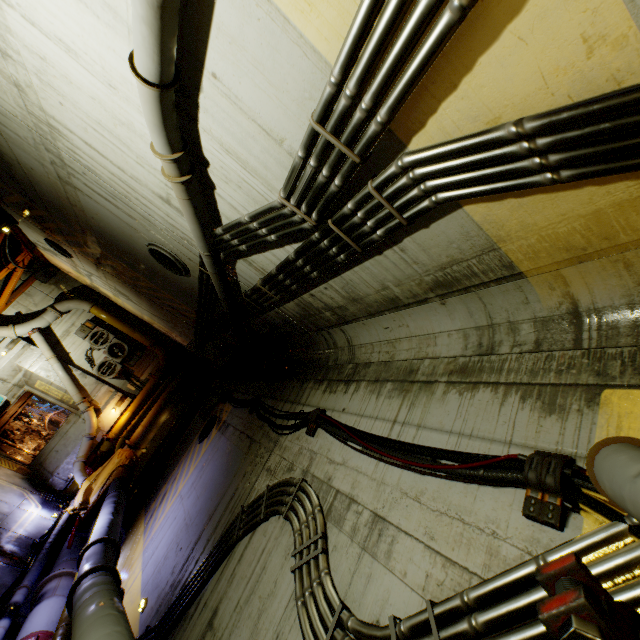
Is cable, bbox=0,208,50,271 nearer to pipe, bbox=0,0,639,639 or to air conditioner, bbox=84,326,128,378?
pipe, bbox=0,0,639,639

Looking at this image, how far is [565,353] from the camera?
2.3m

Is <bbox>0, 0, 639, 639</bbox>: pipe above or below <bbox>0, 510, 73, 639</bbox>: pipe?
above

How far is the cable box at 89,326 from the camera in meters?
13.6

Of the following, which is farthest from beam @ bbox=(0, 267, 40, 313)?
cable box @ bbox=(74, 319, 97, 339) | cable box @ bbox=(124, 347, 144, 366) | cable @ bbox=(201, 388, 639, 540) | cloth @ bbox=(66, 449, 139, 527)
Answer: cable @ bbox=(201, 388, 639, 540)

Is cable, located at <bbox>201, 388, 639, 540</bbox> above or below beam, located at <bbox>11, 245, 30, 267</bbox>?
below

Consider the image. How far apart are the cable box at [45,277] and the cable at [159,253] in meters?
11.1 m

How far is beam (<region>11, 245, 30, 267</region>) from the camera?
11.4m
